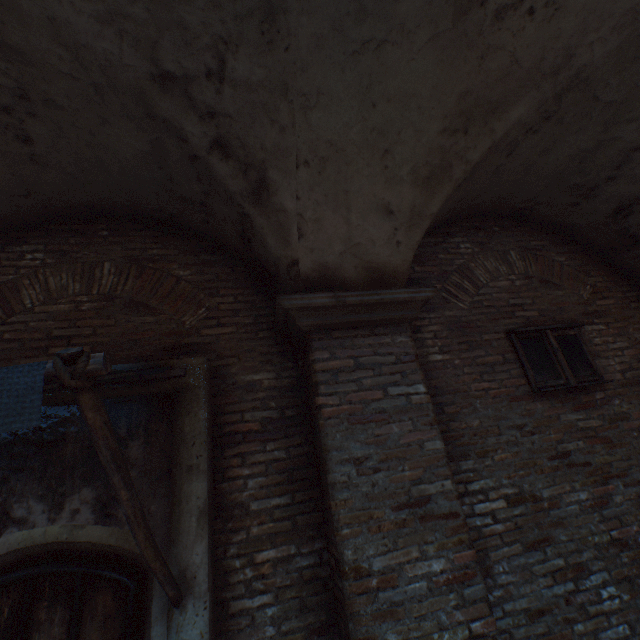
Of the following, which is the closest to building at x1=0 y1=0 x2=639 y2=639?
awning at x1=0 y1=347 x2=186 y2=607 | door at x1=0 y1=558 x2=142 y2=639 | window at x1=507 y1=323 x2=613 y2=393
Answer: awning at x1=0 y1=347 x2=186 y2=607

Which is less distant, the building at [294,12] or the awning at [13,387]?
the awning at [13,387]

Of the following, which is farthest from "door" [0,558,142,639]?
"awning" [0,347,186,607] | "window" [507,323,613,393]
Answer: "window" [507,323,613,393]

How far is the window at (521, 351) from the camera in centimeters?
360cm

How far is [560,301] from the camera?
4.2 meters

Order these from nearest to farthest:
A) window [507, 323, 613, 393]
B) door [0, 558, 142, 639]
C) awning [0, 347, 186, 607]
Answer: awning [0, 347, 186, 607]
door [0, 558, 142, 639]
window [507, 323, 613, 393]

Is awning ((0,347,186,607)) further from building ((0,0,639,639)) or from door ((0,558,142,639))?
building ((0,0,639,639))

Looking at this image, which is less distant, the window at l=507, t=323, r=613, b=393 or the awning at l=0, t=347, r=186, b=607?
the awning at l=0, t=347, r=186, b=607
